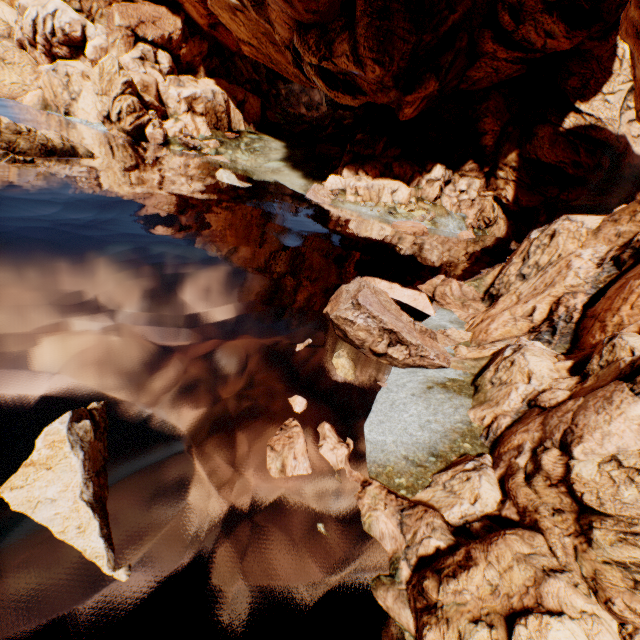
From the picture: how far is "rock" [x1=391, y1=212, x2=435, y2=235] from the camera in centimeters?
3351cm

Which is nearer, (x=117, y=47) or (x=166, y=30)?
(x=117, y=47)

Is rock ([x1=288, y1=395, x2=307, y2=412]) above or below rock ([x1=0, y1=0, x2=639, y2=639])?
below

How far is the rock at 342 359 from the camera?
11.8m

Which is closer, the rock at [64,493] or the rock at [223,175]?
the rock at [64,493]

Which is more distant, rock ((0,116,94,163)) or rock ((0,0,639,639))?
rock ((0,116,94,163))

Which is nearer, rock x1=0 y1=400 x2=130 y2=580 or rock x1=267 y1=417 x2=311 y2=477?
rock x1=0 y1=400 x2=130 y2=580
